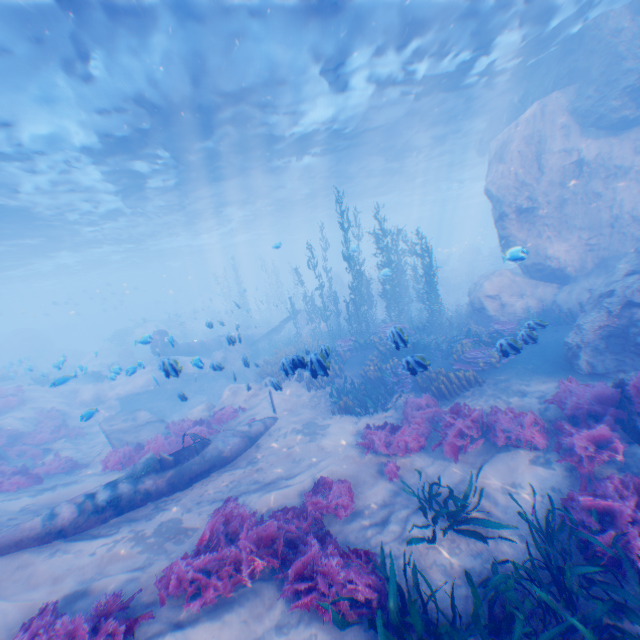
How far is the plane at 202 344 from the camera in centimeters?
2111cm

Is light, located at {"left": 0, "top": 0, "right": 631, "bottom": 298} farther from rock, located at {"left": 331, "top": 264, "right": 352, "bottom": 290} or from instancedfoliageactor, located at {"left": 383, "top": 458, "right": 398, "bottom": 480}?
instancedfoliageactor, located at {"left": 383, "top": 458, "right": 398, "bottom": 480}

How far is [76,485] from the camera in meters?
9.1 m

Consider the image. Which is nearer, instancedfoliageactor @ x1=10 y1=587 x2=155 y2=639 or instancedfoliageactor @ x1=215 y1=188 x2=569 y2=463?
instancedfoliageactor @ x1=10 y1=587 x2=155 y2=639

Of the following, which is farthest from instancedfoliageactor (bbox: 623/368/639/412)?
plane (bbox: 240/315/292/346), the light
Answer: the light

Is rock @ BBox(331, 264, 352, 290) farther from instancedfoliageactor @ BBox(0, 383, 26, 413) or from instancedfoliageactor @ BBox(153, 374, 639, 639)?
instancedfoliageactor @ BBox(153, 374, 639, 639)

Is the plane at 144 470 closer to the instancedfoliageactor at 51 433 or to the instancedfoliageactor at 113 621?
the instancedfoliageactor at 51 433

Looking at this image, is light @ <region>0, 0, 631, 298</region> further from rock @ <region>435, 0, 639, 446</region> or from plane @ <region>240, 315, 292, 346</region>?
plane @ <region>240, 315, 292, 346</region>
